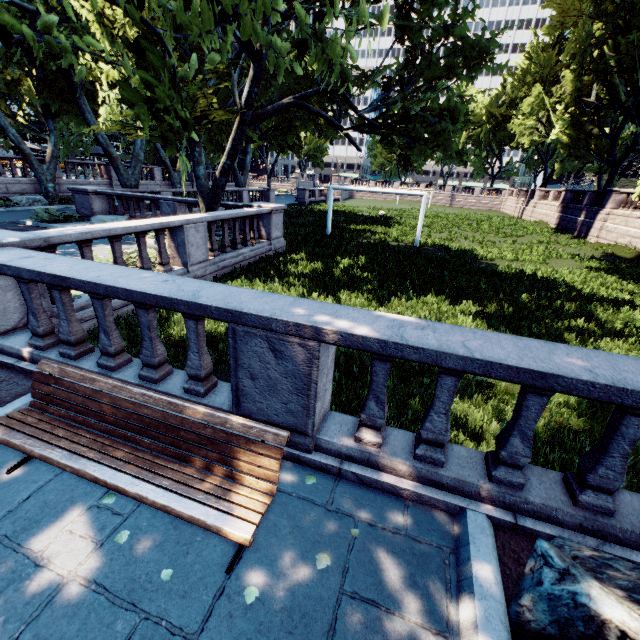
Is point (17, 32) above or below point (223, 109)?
below

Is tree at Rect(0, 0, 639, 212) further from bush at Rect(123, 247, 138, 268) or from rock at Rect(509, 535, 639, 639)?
rock at Rect(509, 535, 639, 639)

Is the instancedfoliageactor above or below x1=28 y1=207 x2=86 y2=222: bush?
below

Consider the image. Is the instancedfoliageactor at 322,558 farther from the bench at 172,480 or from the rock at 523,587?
the rock at 523,587

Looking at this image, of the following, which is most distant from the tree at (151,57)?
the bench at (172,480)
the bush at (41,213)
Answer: the bench at (172,480)

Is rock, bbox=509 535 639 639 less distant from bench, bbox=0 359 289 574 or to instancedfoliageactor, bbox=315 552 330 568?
instancedfoliageactor, bbox=315 552 330 568

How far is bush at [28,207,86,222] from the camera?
15.5m

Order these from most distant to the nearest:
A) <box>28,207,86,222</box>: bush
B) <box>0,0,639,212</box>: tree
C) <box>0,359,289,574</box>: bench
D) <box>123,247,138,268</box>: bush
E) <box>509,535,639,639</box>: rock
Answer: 1. <box>28,207,86,222</box>: bush
2. <box>123,247,138,268</box>: bush
3. <box>0,0,639,212</box>: tree
4. <box>0,359,289,574</box>: bench
5. <box>509,535,639,639</box>: rock
